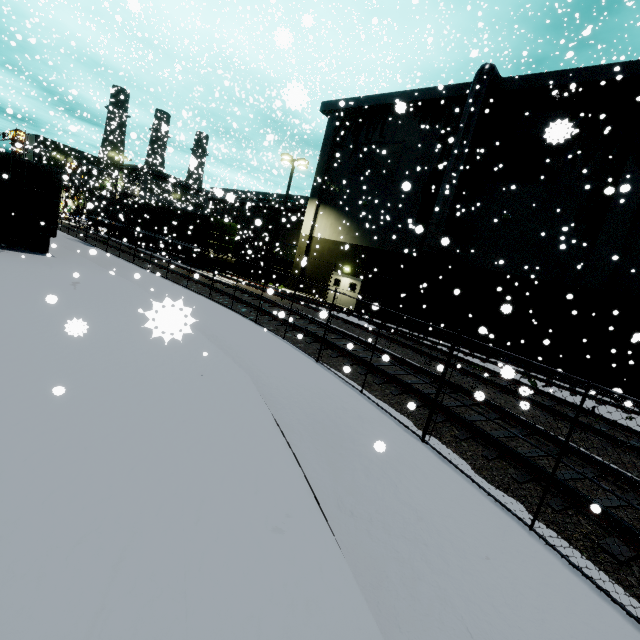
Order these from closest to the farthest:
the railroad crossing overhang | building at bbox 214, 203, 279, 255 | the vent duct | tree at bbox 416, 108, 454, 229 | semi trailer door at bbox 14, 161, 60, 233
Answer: semi trailer door at bbox 14, 161, 60, 233 < the vent duct < tree at bbox 416, 108, 454, 229 < the railroad crossing overhang < building at bbox 214, 203, 279, 255

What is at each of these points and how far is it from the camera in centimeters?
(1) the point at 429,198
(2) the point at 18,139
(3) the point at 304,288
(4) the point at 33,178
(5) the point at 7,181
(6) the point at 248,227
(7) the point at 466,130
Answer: (1) tree, 2136cm
(2) railroad crossing overhang, 3319cm
(3) building, 2844cm
(4) semi trailer door, 1298cm
(5) semi trailer door, 1205cm
(6) building, 3569cm
(7) vent duct, 1881cm

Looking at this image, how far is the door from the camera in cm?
2531

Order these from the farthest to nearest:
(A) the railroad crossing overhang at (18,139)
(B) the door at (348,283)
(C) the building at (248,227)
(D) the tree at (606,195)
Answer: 1. (C) the building at (248,227)
2. (A) the railroad crossing overhang at (18,139)
3. (B) the door at (348,283)
4. (D) the tree at (606,195)

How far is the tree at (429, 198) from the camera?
20.8m

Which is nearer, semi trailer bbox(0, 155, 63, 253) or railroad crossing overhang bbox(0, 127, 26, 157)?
semi trailer bbox(0, 155, 63, 253)

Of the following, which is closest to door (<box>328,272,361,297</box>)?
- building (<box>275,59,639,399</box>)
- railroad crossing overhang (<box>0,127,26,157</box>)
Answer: building (<box>275,59,639,399</box>)

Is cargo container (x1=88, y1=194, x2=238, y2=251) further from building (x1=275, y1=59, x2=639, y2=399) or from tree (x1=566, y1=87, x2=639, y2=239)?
building (x1=275, y1=59, x2=639, y2=399)
